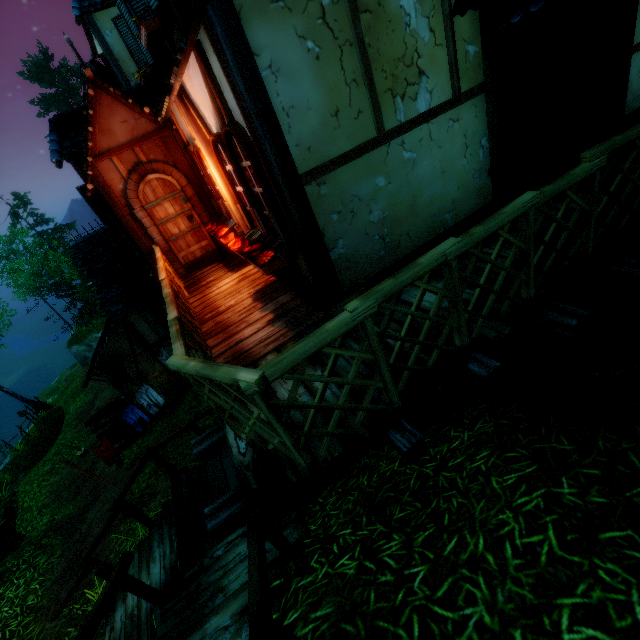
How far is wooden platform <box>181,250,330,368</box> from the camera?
4.1 meters

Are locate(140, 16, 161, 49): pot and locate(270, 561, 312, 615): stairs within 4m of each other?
no

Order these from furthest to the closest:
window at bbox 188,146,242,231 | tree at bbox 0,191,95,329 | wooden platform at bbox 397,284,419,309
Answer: tree at bbox 0,191,95,329 < window at bbox 188,146,242,231 < wooden platform at bbox 397,284,419,309

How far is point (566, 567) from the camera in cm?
216

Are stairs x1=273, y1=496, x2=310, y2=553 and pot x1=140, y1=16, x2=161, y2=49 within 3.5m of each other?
no

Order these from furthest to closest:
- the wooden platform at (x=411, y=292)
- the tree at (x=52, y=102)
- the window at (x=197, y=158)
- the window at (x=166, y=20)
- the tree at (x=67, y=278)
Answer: the tree at (x=52, y=102)
the tree at (x=67, y=278)
the window at (x=197, y=158)
the window at (x=166, y=20)
the wooden platform at (x=411, y=292)

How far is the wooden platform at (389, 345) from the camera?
3.1m

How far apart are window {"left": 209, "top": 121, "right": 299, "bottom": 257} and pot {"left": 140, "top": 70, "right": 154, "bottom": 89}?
4.31m
